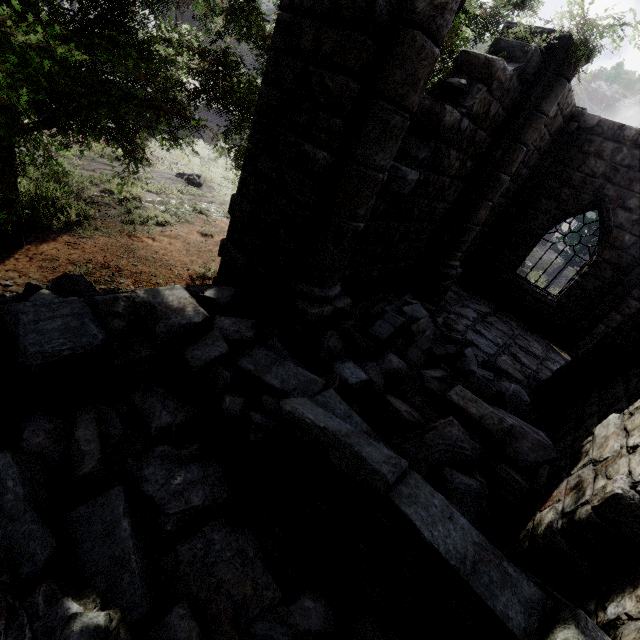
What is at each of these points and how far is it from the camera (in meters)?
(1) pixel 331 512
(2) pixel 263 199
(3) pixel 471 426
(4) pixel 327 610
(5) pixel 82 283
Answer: (1) stairs, 2.67
(2) building, 4.10
(3) rubble, 4.13
(4) rubble, 2.66
(5) rubble, 5.18

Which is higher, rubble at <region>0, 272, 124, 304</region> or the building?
the building

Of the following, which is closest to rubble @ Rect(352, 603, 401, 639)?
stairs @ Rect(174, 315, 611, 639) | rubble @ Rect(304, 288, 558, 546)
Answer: stairs @ Rect(174, 315, 611, 639)

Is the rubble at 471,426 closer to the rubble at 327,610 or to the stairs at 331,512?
the stairs at 331,512

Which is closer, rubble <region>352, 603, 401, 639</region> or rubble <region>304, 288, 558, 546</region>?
rubble <region>352, 603, 401, 639</region>

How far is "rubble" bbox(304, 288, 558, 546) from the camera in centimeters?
362cm

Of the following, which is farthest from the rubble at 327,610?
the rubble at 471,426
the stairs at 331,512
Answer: the rubble at 471,426

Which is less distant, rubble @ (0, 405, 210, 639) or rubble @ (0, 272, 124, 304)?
rubble @ (0, 405, 210, 639)
